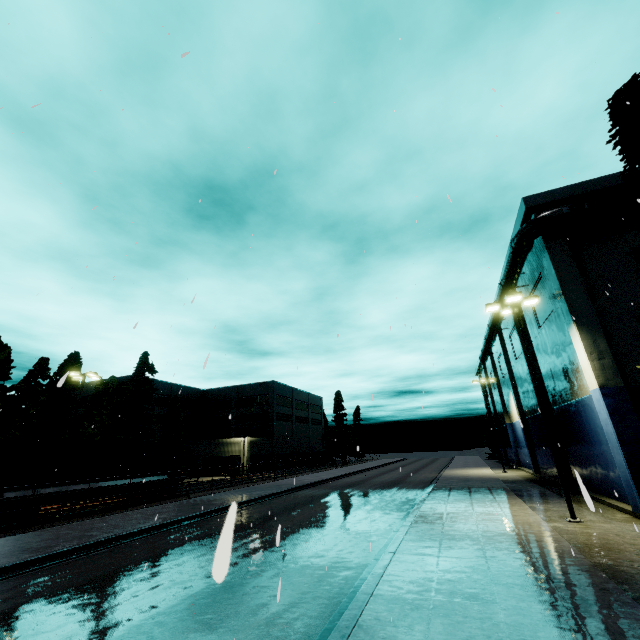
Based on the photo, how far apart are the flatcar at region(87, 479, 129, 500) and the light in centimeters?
2466cm

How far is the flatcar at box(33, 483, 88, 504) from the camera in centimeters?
1709cm

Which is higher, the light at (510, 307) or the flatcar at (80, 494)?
the light at (510, 307)

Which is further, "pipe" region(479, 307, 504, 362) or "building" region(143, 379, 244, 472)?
"building" region(143, 379, 244, 472)

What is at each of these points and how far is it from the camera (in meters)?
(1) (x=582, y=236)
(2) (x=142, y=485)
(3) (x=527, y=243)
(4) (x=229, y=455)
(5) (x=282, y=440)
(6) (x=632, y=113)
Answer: (1) building, 17.38
(2) flatcar, 22.48
(3) pipe, 18.27
(4) building, 48.66
(5) building, 58.56
(6) tree, 12.60

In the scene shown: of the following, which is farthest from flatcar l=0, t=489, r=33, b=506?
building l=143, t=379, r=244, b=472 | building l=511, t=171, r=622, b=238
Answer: building l=511, t=171, r=622, b=238

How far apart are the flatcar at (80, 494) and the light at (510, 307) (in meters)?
24.66
